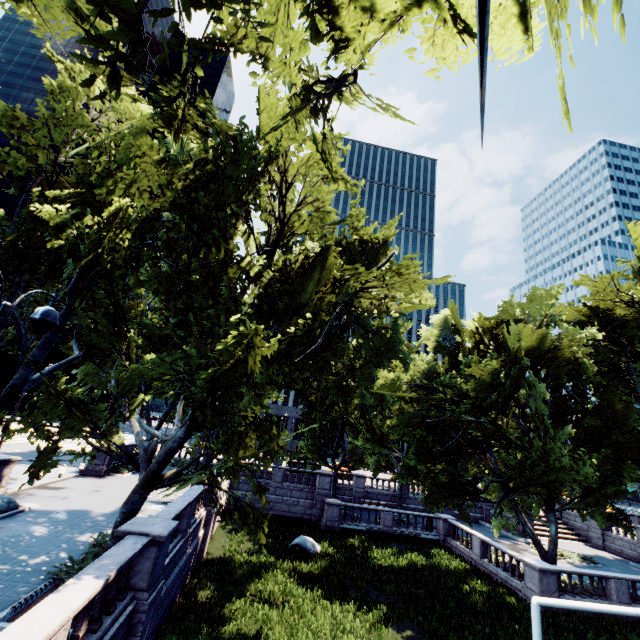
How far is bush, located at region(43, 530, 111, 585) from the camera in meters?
9.9 m

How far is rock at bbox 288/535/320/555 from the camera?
21.18m

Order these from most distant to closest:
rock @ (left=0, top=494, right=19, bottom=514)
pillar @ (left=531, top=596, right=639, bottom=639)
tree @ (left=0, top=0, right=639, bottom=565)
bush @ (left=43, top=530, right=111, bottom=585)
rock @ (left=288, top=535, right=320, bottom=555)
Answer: rock @ (left=288, top=535, right=320, bottom=555)
rock @ (left=0, top=494, right=19, bottom=514)
pillar @ (left=531, top=596, right=639, bottom=639)
bush @ (left=43, top=530, right=111, bottom=585)
tree @ (left=0, top=0, right=639, bottom=565)

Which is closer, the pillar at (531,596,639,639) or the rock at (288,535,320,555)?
the pillar at (531,596,639,639)

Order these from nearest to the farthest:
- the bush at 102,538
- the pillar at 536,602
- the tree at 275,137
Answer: the tree at 275,137 → the bush at 102,538 → the pillar at 536,602

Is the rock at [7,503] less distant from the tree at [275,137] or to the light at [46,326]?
the tree at [275,137]

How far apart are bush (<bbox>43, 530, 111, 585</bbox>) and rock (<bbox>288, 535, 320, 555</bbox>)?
12.87m

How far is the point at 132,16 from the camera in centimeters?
283cm
